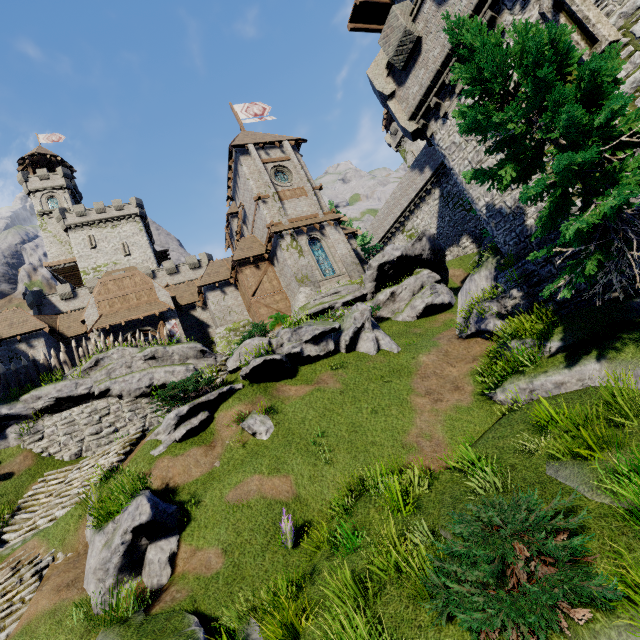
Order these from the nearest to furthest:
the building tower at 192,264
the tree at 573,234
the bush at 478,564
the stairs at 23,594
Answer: the bush at 478,564, the tree at 573,234, the stairs at 23,594, the building tower at 192,264

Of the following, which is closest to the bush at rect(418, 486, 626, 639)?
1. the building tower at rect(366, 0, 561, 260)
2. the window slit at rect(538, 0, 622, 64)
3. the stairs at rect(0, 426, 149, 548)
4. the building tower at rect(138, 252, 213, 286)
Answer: the building tower at rect(366, 0, 561, 260)

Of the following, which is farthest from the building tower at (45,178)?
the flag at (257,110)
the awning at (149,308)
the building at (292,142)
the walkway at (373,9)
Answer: the walkway at (373,9)

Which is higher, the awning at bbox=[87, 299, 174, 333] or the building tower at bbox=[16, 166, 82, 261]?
the building tower at bbox=[16, 166, 82, 261]

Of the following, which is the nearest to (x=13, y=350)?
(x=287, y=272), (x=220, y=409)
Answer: (x=287, y=272)

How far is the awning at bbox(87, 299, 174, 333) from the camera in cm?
2473

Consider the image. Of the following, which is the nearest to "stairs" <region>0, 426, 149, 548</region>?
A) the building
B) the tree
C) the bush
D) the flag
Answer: the bush

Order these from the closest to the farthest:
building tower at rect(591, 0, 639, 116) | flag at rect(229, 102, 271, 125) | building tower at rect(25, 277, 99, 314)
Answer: building tower at rect(591, 0, 639, 116)
flag at rect(229, 102, 271, 125)
building tower at rect(25, 277, 99, 314)
